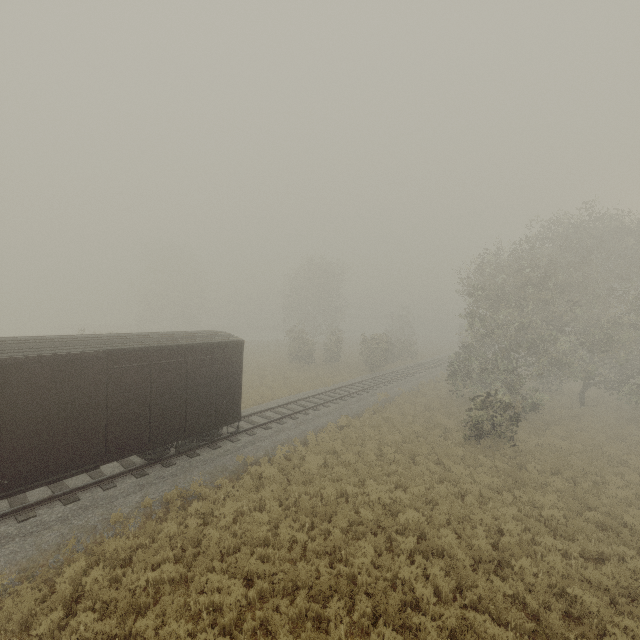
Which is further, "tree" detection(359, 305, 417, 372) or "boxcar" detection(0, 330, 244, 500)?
"tree" detection(359, 305, 417, 372)

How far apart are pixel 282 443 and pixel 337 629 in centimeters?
858cm

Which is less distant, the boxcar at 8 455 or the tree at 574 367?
the boxcar at 8 455

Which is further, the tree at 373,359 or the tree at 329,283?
the tree at 329,283

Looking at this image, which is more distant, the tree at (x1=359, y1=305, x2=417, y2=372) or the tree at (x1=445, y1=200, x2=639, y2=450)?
the tree at (x1=359, y1=305, x2=417, y2=372)

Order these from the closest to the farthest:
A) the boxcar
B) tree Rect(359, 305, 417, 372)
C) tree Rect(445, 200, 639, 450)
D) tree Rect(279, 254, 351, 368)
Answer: the boxcar
tree Rect(445, 200, 639, 450)
tree Rect(359, 305, 417, 372)
tree Rect(279, 254, 351, 368)

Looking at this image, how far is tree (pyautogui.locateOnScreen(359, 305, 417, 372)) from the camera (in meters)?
33.22
